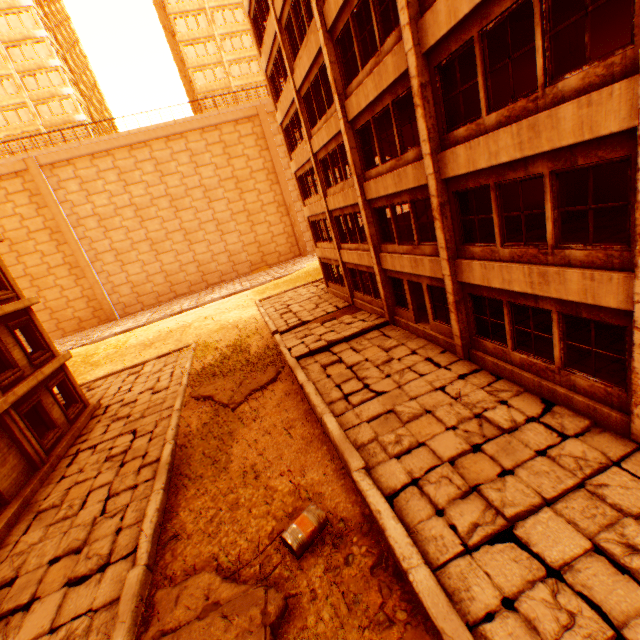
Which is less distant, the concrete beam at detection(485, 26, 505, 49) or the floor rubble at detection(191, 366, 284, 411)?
the concrete beam at detection(485, 26, 505, 49)

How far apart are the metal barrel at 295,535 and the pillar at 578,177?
11.7m

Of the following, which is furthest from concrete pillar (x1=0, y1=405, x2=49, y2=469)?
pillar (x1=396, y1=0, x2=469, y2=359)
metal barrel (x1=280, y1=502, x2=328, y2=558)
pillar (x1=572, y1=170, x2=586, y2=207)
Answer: pillar (x1=572, y1=170, x2=586, y2=207)

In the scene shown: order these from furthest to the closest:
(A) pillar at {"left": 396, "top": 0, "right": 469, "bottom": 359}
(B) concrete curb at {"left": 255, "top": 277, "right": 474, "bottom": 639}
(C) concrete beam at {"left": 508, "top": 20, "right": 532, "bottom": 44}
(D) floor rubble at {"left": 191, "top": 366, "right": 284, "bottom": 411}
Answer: (D) floor rubble at {"left": 191, "top": 366, "right": 284, "bottom": 411}, (C) concrete beam at {"left": 508, "top": 20, "right": 532, "bottom": 44}, (A) pillar at {"left": 396, "top": 0, "right": 469, "bottom": 359}, (B) concrete curb at {"left": 255, "top": 277, "right": 474, "bottom": 639}

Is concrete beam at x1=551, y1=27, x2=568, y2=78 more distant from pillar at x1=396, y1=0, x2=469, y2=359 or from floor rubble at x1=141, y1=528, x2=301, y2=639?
floor rubble at x1=141, y1=528, x2=301, y2=639

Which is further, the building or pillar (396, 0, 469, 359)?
the building

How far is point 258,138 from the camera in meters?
38.8

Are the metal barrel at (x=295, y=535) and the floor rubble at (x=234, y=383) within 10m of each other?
yes
